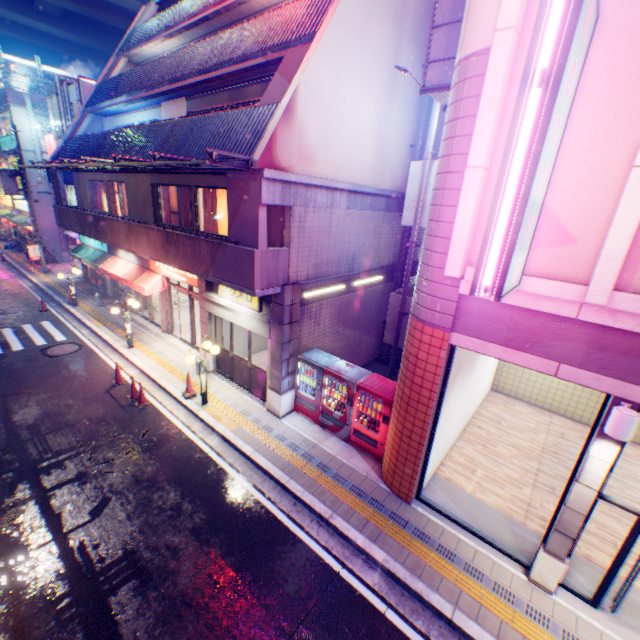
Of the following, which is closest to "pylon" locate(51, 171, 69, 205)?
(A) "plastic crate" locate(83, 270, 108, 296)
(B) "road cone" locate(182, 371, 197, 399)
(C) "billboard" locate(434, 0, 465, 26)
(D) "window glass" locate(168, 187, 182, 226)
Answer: (A) "plastic crate" locate(83, 270, 108, 296)

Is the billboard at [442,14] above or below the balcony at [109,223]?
above

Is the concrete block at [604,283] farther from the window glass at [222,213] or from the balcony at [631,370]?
the window glass at [222,213]

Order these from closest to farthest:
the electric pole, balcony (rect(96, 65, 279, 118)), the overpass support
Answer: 1. balcony (rect(96, 65, 279, 118))
2. the electric pole
3. the overpass support

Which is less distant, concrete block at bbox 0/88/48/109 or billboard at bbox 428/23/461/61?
billboard at bbox 428/23/461/61

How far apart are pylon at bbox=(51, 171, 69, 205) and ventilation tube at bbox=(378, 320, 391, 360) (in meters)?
18.14

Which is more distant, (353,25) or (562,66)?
(353,25)

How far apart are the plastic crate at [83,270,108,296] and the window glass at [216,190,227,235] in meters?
12.6
